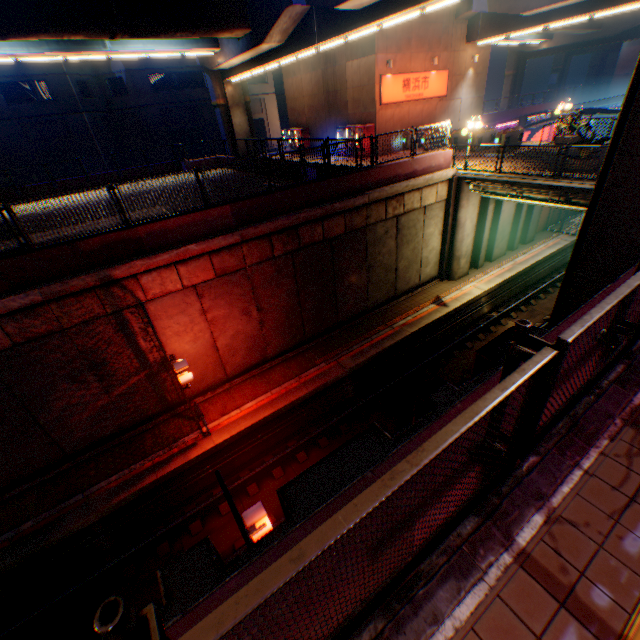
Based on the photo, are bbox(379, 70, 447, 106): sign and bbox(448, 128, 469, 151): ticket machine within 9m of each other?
yes

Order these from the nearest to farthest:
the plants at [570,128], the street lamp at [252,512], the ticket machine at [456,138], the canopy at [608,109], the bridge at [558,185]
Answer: the street lamp at [252,512]
the bridge at [558,185]
the plants at [570,128]
the ticket machine at [456,138]
the canopy at [608,109]

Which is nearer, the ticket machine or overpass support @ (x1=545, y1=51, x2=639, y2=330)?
overpass support @ (x1=545, y1=51, x2=639, y2=330)

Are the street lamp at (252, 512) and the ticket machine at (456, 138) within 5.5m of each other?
no

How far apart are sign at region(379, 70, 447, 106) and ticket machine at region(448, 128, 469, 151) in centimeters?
415cm

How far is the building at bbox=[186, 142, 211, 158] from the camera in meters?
40.5 m

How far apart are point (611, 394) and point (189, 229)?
11.2 meters

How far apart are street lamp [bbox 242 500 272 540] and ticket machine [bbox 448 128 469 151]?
23.3 meters
